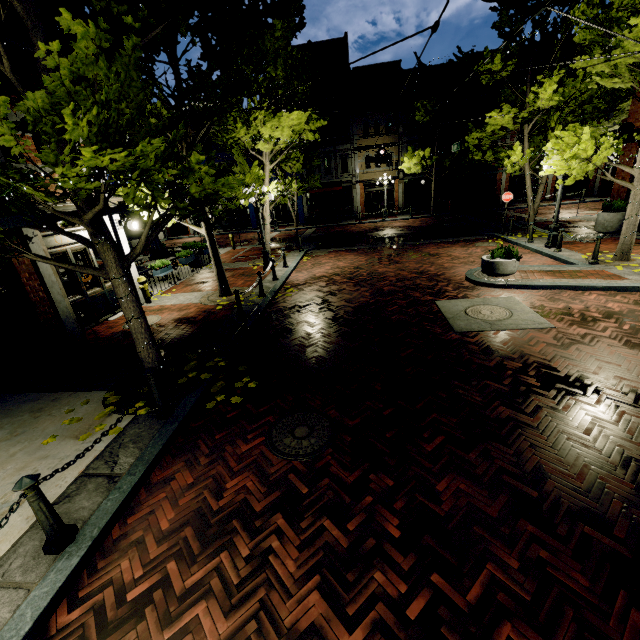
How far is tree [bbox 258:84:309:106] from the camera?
11.9m

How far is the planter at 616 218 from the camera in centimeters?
1341cm

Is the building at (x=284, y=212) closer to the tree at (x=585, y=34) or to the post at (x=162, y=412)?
the tree at (x=585, y=34)

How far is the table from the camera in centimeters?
1377cm

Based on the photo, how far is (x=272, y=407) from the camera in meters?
5.3

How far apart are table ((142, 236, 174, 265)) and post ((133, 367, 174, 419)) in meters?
10.0

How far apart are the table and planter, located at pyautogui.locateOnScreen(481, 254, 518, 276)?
12.2m

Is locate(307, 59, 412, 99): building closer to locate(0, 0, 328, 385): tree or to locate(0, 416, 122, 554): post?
locate(0, 0, 328, 385): tree
